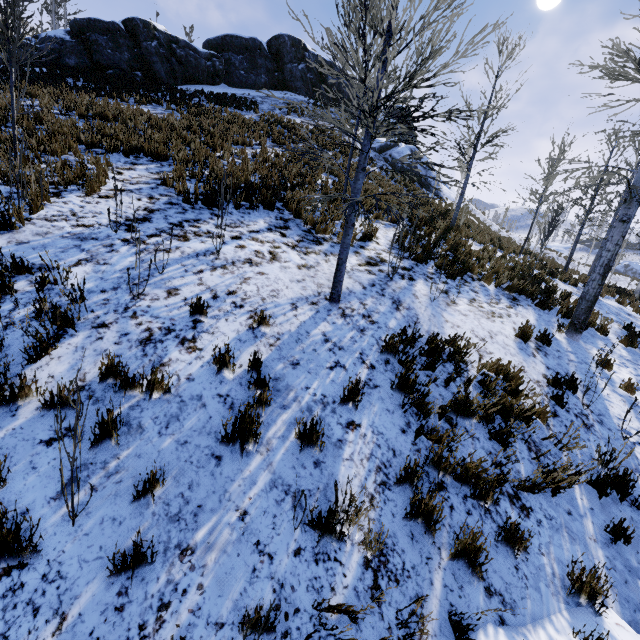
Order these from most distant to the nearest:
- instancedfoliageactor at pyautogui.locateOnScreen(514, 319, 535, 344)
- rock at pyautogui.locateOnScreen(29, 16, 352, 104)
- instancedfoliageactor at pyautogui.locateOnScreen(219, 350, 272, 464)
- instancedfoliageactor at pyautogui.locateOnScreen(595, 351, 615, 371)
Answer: rock at pyautogui.locateOnScreen(29, 16, 352, 104) → instancedfoliageactor at pyautogui.locateOnScreen(514, 319, 535, 344) → instancedfoliageactor at pyautogui.locateOnScreen(595, 351, 615, 371) → instancedfoliageactor at pyautogui.locateOnScreen(219, 350, 272, 464)

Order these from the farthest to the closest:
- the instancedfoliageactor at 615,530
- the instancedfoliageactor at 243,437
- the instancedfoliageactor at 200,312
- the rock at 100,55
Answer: the rock at 100,55 < the instancedfoliageactor at 200,312 < the instancedfoliageactor at 615,530 < the instancedfoliageactor at 243,437

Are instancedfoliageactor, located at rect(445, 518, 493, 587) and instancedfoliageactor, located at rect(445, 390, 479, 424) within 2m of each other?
yes

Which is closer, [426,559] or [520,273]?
[426,559]

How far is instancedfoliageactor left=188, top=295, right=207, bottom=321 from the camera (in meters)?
4.29

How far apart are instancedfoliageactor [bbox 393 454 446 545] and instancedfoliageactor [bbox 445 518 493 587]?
0.21m

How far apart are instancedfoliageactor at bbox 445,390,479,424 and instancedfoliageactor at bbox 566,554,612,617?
1.2m

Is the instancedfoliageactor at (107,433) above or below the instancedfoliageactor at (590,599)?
above
